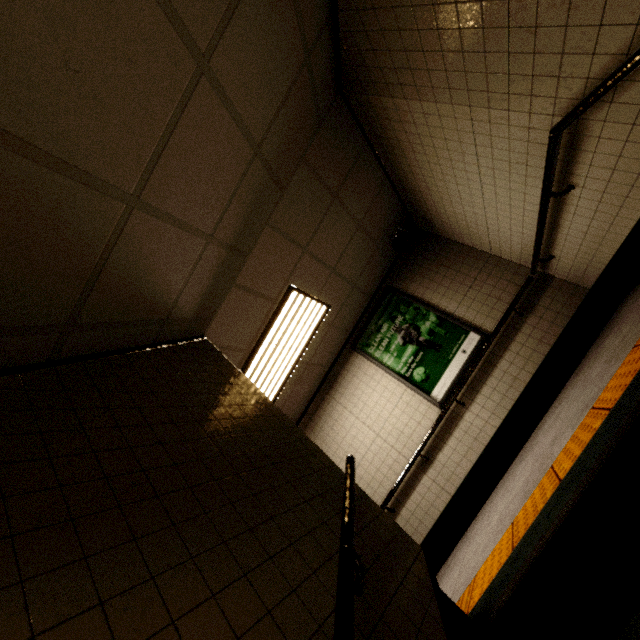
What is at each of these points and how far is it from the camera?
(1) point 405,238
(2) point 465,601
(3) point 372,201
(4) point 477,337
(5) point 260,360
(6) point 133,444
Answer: (1) loudspeaker, 5.04m
(2) groundtactileadastrip, 2.01m
(3) building, 4.39m
(4) sign, 4.68m
(5) fluorescent light, 4.22m
(6) stairs, 1.47m

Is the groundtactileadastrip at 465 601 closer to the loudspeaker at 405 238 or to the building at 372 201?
the building at 372 201

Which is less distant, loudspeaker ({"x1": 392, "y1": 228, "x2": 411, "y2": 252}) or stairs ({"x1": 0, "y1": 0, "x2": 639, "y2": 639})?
stairs ({"x1": 0, "y1": 0, "x2": 639, "y2": 639})

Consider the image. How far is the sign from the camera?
4.7 meters

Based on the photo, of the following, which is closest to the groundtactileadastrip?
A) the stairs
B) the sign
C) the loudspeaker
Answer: the stairs

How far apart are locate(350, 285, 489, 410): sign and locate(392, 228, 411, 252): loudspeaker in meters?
0.7

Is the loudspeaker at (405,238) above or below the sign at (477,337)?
above

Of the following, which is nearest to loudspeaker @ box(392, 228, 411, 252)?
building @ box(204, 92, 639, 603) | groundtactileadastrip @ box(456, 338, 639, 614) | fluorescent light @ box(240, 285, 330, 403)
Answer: building @ box(204, 92, 639, 603)
